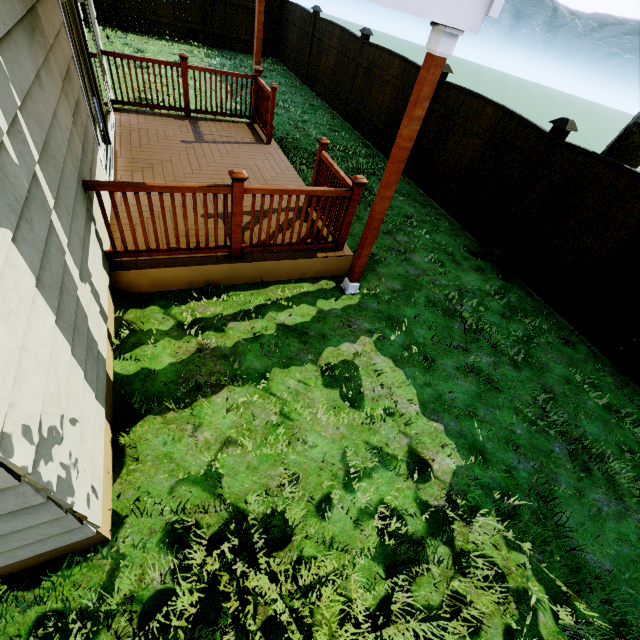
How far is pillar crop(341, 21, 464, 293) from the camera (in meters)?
2.60

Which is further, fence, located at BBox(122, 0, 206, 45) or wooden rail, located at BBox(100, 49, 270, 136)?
fence, located at BBox(122, 0, 206, 45)

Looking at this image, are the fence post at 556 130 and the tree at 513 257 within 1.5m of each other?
yes

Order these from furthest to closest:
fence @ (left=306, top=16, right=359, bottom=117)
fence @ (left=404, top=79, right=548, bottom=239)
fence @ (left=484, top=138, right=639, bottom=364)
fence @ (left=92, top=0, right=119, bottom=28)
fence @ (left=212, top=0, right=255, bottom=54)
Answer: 1. fence @ (left=212, top=0, right=255, bottom=54)
2. fence @ (left=92, top=0, right=119, bottom=28)
3. fence @ (left=306, top=16, right=359, bottom=117)
4. fence @ (left=404, top=79, right=548, bottom=239)
5. fence @ (left=484, top=138, right=639, bottom=364)

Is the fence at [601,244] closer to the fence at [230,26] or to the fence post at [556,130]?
the fence post at [556,130]

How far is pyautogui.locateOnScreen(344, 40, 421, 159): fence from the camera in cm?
772

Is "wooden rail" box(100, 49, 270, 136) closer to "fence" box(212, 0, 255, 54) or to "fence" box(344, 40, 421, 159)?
"fence" box(344, 40, 421, 159)

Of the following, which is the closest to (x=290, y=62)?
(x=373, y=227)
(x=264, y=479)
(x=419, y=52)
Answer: (x=373, y=227)
